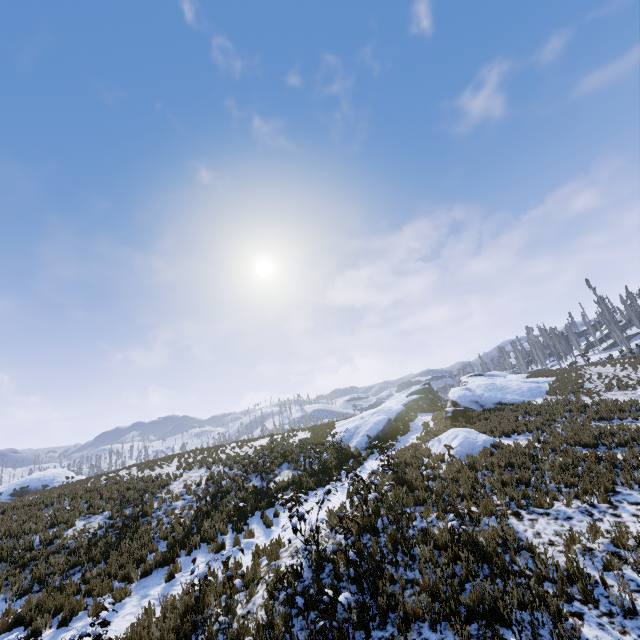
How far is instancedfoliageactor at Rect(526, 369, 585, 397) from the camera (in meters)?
21.35

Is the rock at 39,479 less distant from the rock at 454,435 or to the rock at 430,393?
the rock at 430,393

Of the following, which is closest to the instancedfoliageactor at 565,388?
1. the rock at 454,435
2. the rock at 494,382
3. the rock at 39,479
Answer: the rock at 454,435

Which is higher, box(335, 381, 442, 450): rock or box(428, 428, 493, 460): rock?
box(335, 381, 442, 450): rock

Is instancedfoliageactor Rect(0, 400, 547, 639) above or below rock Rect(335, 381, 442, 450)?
below

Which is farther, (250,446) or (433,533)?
(250,446)

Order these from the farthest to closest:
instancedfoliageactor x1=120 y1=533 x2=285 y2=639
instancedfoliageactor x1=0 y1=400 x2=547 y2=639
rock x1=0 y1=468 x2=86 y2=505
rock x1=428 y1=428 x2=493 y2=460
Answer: rock x1=0 y1=468 x2=86 y2=505 < rock x1=428 y1=428 x2=493 y2=460 < instancedfoliageactor x1=0 y1=400 x2=547 y2=639 < instancedfoliageactor x1=120 y1=533 x2=285 y2=639

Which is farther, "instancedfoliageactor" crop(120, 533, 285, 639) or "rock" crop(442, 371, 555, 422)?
"rock" crop(442, 371, 555, 422)
